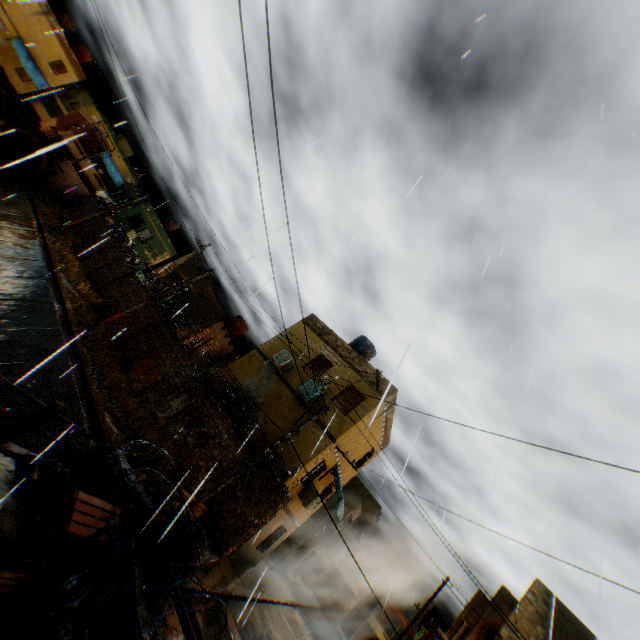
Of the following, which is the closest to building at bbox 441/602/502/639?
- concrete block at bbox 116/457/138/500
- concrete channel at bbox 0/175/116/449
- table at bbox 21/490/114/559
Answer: concrete channel at bbox 0/175/116/449

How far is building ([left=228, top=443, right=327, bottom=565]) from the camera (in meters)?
13.79

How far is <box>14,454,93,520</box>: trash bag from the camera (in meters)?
5.01

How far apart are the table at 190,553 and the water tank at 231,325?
21.7 meters

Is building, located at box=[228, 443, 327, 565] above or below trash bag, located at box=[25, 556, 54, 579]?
above

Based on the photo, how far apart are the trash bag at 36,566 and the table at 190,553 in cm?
105

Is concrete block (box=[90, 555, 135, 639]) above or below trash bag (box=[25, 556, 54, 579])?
above

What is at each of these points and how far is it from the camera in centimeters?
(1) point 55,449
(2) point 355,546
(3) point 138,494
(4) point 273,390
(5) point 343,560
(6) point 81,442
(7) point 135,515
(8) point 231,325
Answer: (1) concrete channel, 936cm
(2) building, 4072cm
(3) concrete block, 620cm
(4) building, 1620cm
(5) building, 3988cm
(6) concrete channel, 984cm
(7) concrete block, 609cm
(8) water tank, 2784cm
